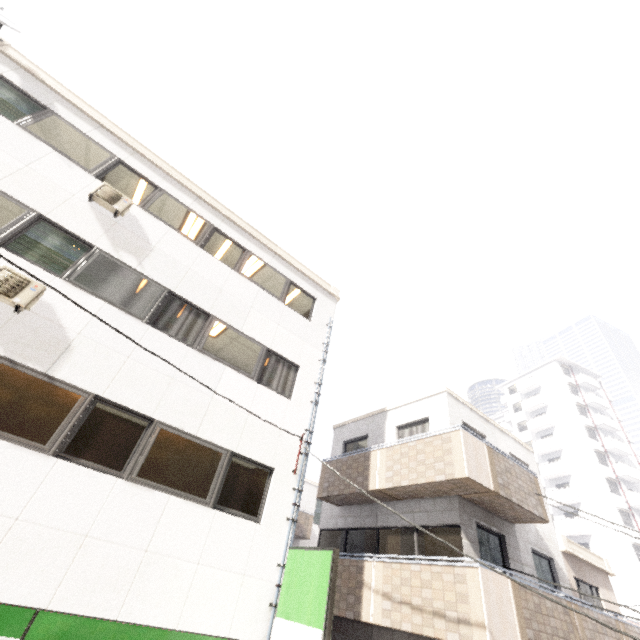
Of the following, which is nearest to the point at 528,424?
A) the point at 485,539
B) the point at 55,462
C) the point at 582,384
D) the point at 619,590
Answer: the point at 582,384

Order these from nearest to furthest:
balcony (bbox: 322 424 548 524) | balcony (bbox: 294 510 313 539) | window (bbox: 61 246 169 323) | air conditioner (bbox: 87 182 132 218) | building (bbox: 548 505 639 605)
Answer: window (bbox: 61 246 169 323) < air conditioner (bbox: 87 182 132 218) < balcony (bbox: 322 424 548 524) < balcony (bbox: 294 510 313 539) < building (bbox: 548 505 639 605)

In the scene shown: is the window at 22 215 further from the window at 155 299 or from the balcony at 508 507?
the balcony at 508 507

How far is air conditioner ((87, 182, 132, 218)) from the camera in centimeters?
776cm

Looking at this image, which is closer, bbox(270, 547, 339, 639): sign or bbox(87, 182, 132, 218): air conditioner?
bbox(270, 547, 339, 639): sign

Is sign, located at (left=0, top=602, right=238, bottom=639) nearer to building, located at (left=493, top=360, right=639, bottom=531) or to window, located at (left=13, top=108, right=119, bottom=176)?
window, located at (left=13, top=108, right=119, bottom=176)

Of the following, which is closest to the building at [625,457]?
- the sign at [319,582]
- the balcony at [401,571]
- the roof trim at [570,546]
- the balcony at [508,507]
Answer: the roof trim at [570,546]

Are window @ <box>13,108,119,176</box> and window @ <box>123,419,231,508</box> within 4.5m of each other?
no
